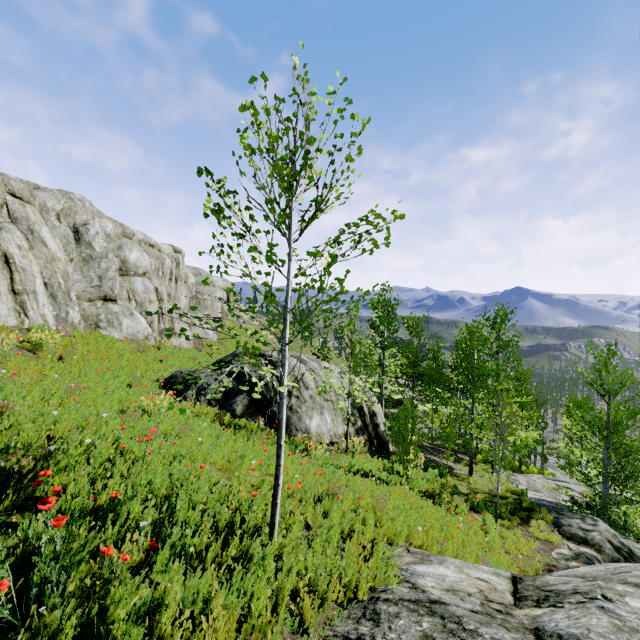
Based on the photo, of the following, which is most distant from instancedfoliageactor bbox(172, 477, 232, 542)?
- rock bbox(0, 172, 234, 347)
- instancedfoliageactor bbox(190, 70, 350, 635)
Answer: instancedfoliageactor bbox(190, 70, 350, 635)

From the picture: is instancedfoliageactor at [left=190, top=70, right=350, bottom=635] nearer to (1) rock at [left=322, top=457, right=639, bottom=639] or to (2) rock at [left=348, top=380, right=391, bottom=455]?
(1) rock at [left=322, top=457, right=639, bottom=639]

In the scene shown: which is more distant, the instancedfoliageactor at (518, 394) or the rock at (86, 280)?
the rock at (86, 280)

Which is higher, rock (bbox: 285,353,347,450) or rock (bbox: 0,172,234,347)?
rock (bbox: 0,172,234,347)

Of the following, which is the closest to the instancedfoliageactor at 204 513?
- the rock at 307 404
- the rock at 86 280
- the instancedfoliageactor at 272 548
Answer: the rock at 86 280

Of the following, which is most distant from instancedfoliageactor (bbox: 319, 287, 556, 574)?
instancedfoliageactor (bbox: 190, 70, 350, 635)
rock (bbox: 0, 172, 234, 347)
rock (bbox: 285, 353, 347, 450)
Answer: instancedfoliageactor (bbox: 190, 70, 350, 635)

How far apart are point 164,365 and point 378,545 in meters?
12.7
